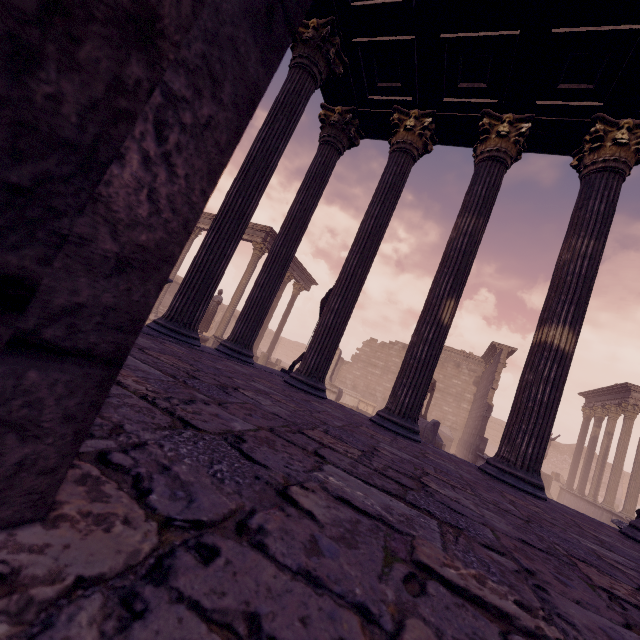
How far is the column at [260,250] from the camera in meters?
16.2 m

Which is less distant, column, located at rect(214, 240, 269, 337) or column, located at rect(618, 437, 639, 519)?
column, located at rect(618, 437, 639, 519)

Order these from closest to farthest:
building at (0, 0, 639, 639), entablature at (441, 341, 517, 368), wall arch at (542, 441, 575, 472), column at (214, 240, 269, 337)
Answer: building at (0, 0, 639, 639) < column at (214, 240, 269, 337) < entablature at (441, 341, 517, 368) < wall arch at (542, 441, 575, 472)

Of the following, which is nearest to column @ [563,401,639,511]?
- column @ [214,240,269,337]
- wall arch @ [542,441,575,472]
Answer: wall arch @ [542,441,575,472]

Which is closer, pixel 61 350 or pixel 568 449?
pixel 61 350

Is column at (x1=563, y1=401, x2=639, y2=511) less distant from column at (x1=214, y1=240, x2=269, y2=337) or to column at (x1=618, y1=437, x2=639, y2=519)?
column at (x1=618, y1=437, x2=639, y2=519)

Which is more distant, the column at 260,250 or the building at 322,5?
the column at 260,250

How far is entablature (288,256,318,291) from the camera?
20.0 meters
